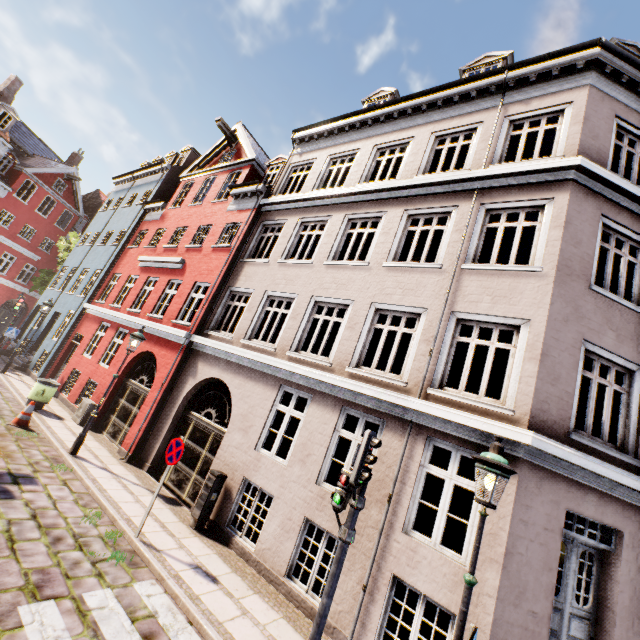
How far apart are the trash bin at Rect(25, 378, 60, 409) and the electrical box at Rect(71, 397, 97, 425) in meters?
0.9 m

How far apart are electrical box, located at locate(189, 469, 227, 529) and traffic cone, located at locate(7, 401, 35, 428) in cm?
640

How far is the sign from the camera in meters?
6.6

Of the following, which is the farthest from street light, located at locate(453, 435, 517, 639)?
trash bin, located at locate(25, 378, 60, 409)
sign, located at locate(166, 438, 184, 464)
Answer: trash bin, located at locate(25, 378, 60, 409)

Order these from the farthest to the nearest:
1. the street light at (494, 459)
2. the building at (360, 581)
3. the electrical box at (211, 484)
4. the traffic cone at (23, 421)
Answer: the traffic cone at (23, 421) → the electrical box at (211, 484) → the building at (360, 581) → the street light at (494, 459)

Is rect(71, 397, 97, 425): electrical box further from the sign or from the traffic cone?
the sign

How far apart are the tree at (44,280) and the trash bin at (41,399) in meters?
15.9

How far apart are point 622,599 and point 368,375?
5.49m
